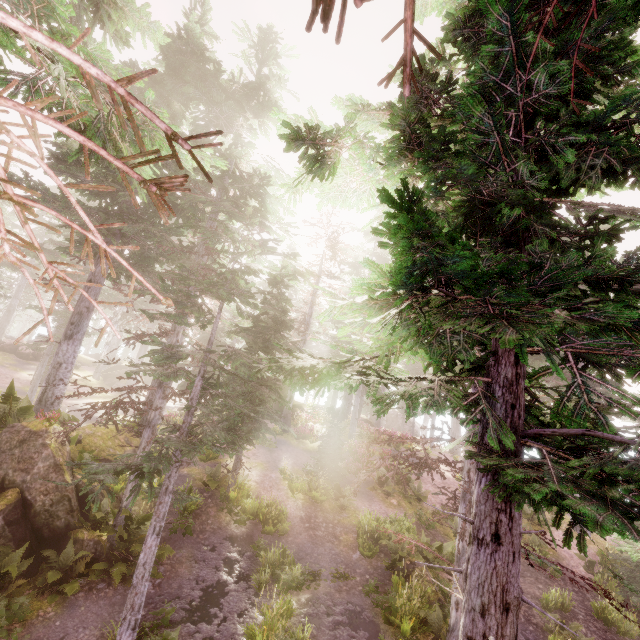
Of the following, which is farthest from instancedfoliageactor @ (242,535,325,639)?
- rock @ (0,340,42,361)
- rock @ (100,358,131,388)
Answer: rock @ (0,340,42,361)

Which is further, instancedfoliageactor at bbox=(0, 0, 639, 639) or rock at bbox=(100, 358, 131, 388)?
rock at bbox=(100, 358, 131, 388)

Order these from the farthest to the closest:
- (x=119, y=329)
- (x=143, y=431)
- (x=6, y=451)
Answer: (x=119, y=329) < (x=143, y=431) < (x=6, y=451)

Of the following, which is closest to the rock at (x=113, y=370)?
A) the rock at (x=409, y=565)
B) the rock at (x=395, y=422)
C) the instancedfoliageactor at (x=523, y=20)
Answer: the instancedfoliageactor at (x=523, y=20)

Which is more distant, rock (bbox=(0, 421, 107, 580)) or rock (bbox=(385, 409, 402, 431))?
rock (bbox=(385, 409, 402, 431))

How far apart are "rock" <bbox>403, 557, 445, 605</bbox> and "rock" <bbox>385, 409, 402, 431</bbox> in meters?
38.1 m

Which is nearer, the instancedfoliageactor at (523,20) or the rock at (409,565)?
the instancedfoliageactor at (523,20)

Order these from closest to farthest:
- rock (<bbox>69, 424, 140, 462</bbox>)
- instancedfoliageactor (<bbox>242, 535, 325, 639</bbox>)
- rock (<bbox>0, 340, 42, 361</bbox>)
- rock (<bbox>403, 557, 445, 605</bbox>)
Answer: instancedfoliageactor (<bbox>242, 535, 325, 639</bbox>) → rock (<bbox>403, 557, 445, 605</bbox>) → rock (<bbox>69, 424, 140, 462</bbox>) → rock (<bbox>0, 340, 42, 361</bbox>)
